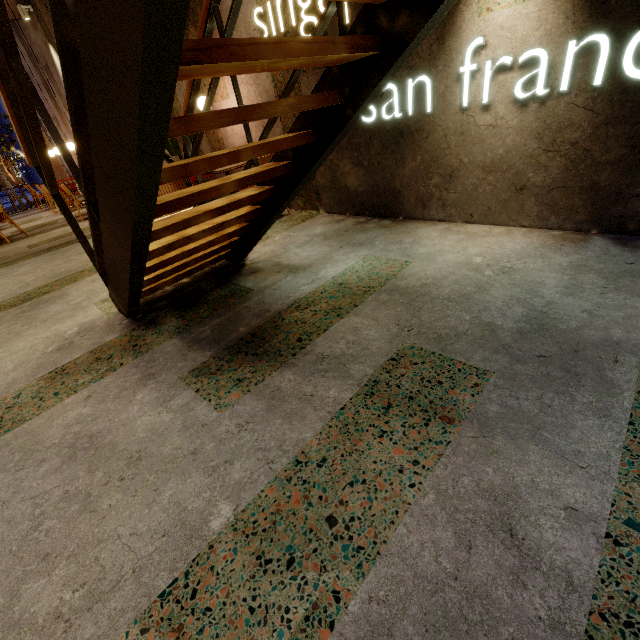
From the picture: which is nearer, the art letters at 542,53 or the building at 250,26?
the art letters at 542,53

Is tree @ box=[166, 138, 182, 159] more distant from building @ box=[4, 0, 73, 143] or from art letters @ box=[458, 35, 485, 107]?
art letters @ box=[458, 35, 485, 107]

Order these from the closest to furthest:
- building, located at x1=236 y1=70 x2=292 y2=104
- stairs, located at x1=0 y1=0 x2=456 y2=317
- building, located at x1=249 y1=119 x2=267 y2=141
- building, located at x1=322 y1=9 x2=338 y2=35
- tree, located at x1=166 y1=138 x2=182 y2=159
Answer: stairs, located at x1=0 y1=0 x2=456 y2=317 < building, located at x1=322 y1=9 x2=338 y2=35 < building, located at x1=236 y1=70 x2=292 y2=104 < building, located at x1=249 y1=119 x2=267 y2=141 < tree, located at x1=166 y1=138 x2=182 y2=159

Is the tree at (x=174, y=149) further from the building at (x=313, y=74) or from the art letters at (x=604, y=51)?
the art letters at (x=604, y=51)

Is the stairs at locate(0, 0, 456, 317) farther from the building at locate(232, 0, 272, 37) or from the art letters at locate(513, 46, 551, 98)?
the art letters at locate(513, 46, 551, 98)

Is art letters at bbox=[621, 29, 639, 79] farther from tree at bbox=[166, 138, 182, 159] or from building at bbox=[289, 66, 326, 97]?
tree at bbox=[166, 138, 182, 159]

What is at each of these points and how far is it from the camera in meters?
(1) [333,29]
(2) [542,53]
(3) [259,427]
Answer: (1) building, 3.2
(2) art letters, 2.3
(3) building, 1.6

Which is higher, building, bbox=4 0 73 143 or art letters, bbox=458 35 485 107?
building, bbox=4 0 73 143
